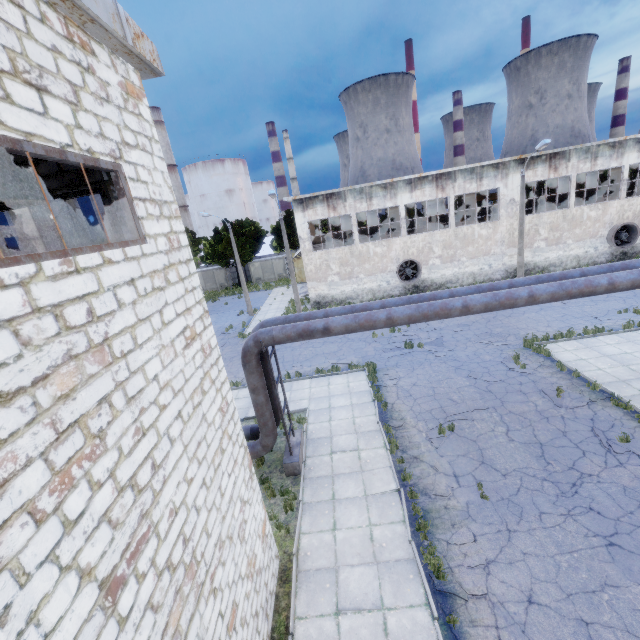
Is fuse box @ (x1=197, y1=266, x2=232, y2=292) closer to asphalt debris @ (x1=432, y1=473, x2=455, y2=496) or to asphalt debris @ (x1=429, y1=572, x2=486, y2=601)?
asphalt debris @ (x1=432, y1=473, x2=455, y2=496)

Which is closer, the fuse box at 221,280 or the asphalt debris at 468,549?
the asphalt debris at 468,549

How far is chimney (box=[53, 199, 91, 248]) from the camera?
46.1m

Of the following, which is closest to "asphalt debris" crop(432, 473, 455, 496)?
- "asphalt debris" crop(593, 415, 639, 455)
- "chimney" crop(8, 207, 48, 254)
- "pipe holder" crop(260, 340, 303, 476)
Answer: "pipe holder" crop(260, 340, 303, 476)

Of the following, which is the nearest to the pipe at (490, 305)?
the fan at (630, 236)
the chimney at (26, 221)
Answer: the fan at (630, 236)

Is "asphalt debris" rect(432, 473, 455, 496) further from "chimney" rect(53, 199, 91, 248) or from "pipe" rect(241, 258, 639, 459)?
"chimney" rect(53, 199, 91, 248)

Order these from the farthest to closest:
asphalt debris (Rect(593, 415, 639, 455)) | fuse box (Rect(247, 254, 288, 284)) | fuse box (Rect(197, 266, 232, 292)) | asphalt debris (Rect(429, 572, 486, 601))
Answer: fuse box (Rect(197, 266, 232, 292)) → fuse box (Rect(247, 254, 288, 284)) → asphalt debris (Rect(593, 415, 639, 455)) → asphalt debris (Rect(429, 572, 486, 601))

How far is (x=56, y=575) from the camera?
2.55m
